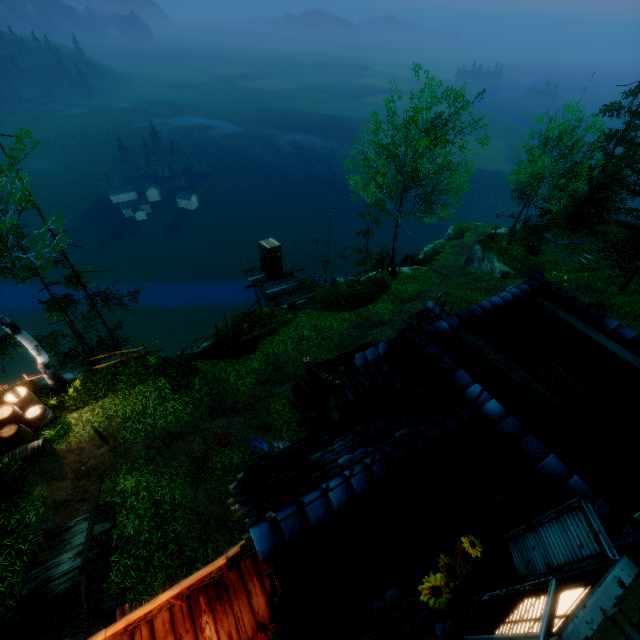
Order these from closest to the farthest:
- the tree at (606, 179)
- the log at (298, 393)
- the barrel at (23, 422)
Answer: the barrel at (23, 422) < the log at (298, 393) < the tree at (606, 179)

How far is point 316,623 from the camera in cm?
315

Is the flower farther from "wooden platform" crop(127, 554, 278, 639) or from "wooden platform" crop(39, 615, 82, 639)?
"wooden platform" crop(39, 615, 82, 639)

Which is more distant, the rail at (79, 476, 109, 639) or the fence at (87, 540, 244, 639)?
the rail at (79, 476, 109, 639)

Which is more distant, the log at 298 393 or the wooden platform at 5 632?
the log at 298 393

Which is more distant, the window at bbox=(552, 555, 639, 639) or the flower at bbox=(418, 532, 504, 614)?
the flower at bbox=(418, 532, 504, 614)

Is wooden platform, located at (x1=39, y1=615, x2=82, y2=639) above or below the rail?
below

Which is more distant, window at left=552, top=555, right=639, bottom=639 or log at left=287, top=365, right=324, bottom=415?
log at left=287, top=365, right=324, bottom=415
